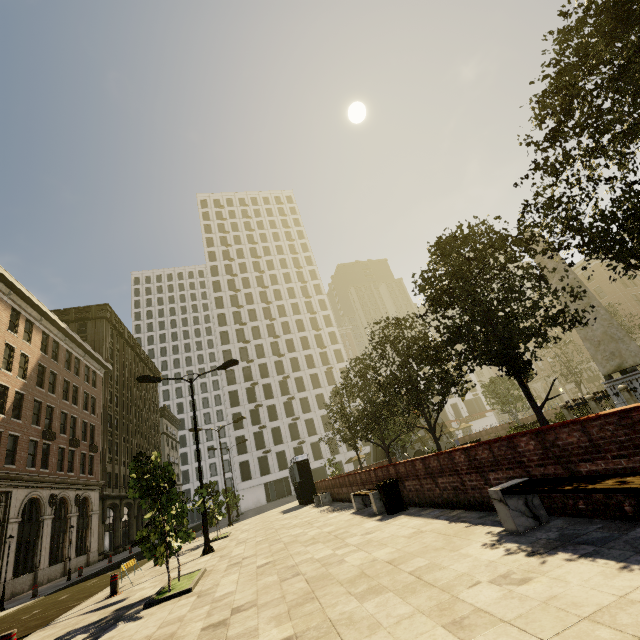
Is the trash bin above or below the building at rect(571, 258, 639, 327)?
below

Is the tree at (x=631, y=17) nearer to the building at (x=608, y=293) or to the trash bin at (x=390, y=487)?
the building at (x=608, y=293)

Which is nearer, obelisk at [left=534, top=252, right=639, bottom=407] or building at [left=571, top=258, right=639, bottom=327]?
obelisk at [left=534, top=252, right=639, bottom=407]

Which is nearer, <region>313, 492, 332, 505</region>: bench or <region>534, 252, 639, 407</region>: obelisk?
<region>534, 252, 639, 407</region>: obelisk

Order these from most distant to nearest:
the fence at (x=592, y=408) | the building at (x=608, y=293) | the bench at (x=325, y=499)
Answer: the building at (x=608, y=293), the bench at (x=325, y=499), the fence at (x=592, y=408)

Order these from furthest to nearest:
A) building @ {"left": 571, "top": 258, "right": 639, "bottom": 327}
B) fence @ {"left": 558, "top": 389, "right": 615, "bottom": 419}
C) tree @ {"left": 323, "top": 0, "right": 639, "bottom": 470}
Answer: building @ {"left": 571, "top": 258, "right": 639, "bottom": 327}
fence @ {"left": 558, "top": 389, "right": 615, "bottom": 419}
tree @ {"left": 323, "top": 0, "right": 639, "bottom": 470}

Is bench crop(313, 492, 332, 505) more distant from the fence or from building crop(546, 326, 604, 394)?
building crop(546, 326, 604, 394)

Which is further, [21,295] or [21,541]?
[21,295]
